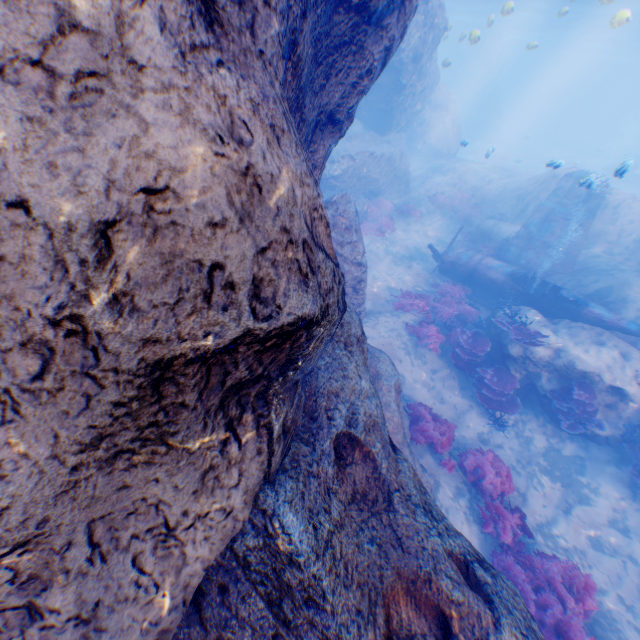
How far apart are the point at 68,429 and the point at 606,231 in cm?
1964

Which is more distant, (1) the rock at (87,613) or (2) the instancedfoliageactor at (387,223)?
(2) the instancedfoliageactor at (387,223)

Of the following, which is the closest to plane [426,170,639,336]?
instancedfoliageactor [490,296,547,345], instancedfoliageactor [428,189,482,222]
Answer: instancedfoliageactor [428,189,482,222]

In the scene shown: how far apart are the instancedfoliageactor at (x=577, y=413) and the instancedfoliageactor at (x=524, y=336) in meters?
1.2 m

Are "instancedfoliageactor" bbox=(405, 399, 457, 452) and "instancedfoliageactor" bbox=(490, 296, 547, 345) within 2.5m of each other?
no

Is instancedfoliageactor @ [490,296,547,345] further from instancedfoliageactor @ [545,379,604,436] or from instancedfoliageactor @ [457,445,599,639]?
instancedfoliageactor @ [457,445,599,639]

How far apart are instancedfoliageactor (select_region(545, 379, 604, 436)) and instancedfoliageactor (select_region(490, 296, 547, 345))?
1.2 meters

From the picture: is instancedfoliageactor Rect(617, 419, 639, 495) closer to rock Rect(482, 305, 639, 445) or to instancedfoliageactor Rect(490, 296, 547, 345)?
rock Rect(482, 305, 639, 445)
